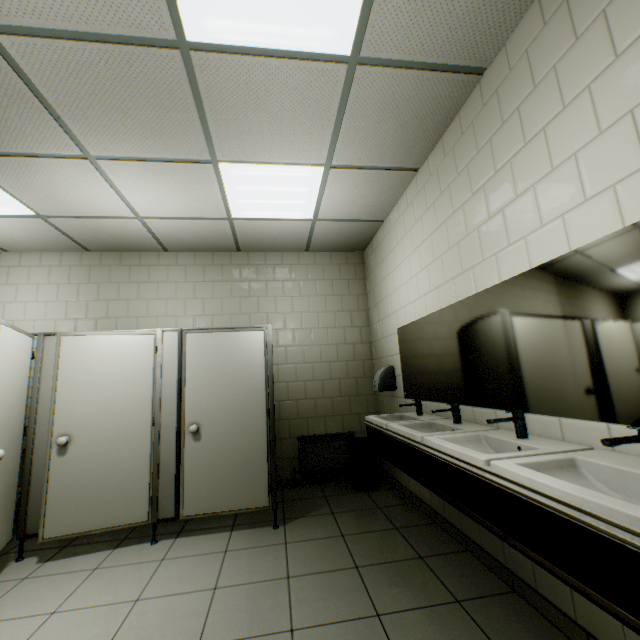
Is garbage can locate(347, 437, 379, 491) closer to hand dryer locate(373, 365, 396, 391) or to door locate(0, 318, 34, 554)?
hand dryer locate(373, 365, 396, 391)

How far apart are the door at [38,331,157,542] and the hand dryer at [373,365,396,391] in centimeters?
247cm

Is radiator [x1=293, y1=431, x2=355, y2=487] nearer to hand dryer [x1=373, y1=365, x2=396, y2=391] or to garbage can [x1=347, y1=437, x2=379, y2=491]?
garbage can [x1=347, y1=437, x2=379, y2=491]

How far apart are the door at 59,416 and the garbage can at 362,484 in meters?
2.2 m

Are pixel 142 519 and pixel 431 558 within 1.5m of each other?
no

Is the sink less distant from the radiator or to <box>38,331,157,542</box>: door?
the radiator

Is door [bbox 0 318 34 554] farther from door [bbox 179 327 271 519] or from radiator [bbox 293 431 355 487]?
radiator [bbox 293 431 355 487]

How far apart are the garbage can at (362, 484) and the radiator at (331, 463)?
0.16m
